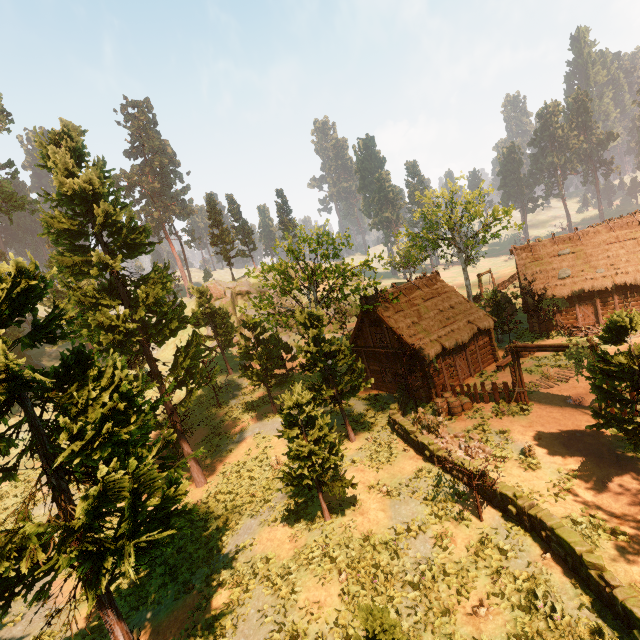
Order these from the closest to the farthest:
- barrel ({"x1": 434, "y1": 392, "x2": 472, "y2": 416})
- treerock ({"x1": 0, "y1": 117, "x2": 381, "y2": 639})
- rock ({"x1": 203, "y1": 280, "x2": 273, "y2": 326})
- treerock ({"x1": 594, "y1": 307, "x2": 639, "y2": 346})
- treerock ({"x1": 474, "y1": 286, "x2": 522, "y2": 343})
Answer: treerock ({"x1": 0, "y1": 117, "x2": 381, "y2": 639}) < treerock ({"x1": 594, "y1": 307, "x2": 639, "y2": 346}) < barrel ({"x1": 434, "y1": 392, "x2": 472, "y2": 416}) < treerock ({"x1": 474, "y1": 286, "x2": 522, "y2": 343}) < rock ({"x1": 203, "y1": 280, "x2": 273, "y2": 326})

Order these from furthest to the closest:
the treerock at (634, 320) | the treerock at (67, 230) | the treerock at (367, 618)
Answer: the treerock at (634, 320) → the treerock at (67, 230) → the treerock at (367, 618)

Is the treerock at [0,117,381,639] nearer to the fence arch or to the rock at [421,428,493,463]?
the fence arch

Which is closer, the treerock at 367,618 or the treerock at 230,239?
the treerock at 367,618

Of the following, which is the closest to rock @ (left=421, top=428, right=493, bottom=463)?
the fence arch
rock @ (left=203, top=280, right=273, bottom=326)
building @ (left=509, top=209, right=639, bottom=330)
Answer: the fence arch

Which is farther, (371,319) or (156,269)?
(371,319)

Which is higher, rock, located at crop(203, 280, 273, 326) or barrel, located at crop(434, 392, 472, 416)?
rock, located at crop(203, 280, 273, 326)

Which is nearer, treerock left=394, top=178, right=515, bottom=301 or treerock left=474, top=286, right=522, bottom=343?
treerock left=474, top=286, right=522, bottom=343
